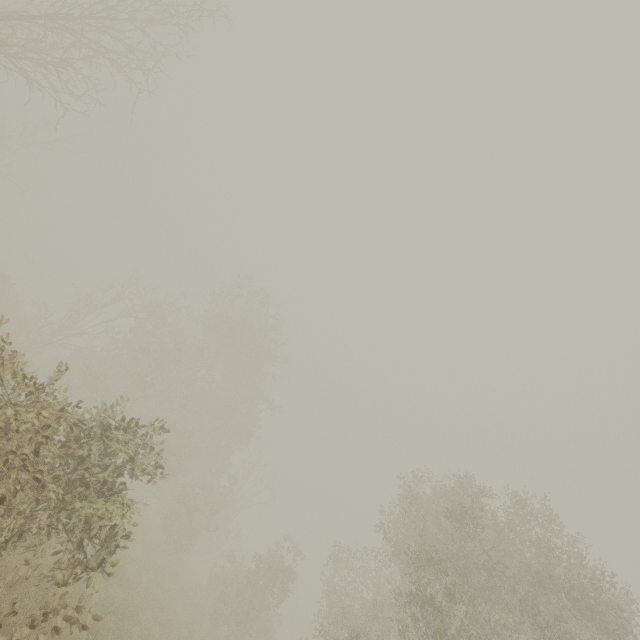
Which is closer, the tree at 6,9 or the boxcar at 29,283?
the tree at 6,9

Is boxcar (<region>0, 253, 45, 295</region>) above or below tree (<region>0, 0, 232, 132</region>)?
below

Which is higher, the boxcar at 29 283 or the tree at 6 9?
the tree at 6 9

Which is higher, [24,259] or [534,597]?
[534,597]

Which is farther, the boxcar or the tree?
the boxcar
